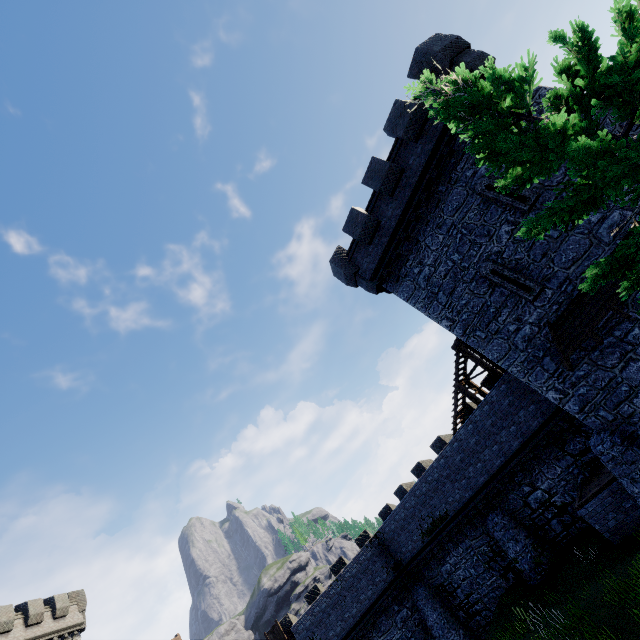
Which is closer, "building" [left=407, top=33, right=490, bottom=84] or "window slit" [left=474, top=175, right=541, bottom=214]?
"window slit" [left=474, top=175, right=541, bottom=214]

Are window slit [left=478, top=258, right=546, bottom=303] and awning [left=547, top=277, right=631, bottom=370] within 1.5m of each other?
yes

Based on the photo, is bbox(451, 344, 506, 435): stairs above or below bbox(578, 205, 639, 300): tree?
above

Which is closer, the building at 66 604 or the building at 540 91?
the building at 540 91

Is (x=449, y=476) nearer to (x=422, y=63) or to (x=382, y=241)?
(x=382, y=241)

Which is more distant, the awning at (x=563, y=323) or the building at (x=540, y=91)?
the building at (x=540, y=91)

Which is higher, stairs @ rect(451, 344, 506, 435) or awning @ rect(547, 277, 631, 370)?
stairs @ rect(451, 344, 506, 435)

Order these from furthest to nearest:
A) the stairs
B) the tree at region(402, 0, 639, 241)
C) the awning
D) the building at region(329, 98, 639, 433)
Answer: the stairs, the building at region(329, 98, 639, 433), the awning, the tree at region(402, 0, 639, 241)
